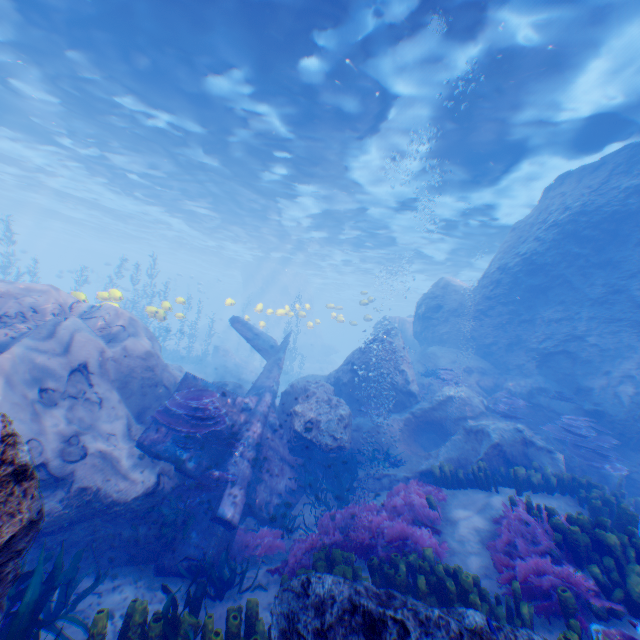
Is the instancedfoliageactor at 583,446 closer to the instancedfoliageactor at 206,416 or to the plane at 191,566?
the instancedfoliageactor at 206,416

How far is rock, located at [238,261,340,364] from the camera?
43.4m

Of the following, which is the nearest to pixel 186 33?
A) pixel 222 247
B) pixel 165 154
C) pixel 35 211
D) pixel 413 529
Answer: pixel 165 154

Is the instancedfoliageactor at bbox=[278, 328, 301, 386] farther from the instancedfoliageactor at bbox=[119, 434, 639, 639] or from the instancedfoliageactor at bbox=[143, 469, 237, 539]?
the instancedfoliageactor at bbox=[143, 469, 237, 539]

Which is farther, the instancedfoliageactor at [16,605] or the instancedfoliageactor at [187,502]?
the instancedfoliageactor at [187,502]

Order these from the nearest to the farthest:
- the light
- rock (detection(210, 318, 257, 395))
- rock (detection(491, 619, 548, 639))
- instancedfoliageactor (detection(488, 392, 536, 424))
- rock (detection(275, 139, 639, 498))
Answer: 1. rock (detection(491, 619, 548, 639))
2. the light
3. rock (detection(275, 139, 639, 498))
4. instancedfoliageactor (detection(488, 392, 536, 424))
5. rock (detection(210, 318, 257, 395))

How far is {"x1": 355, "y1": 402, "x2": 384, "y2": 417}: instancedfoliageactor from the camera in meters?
11.7 m

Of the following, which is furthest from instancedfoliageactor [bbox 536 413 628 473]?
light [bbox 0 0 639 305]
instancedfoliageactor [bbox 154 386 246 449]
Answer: light [bbox 0 0 639 305]
